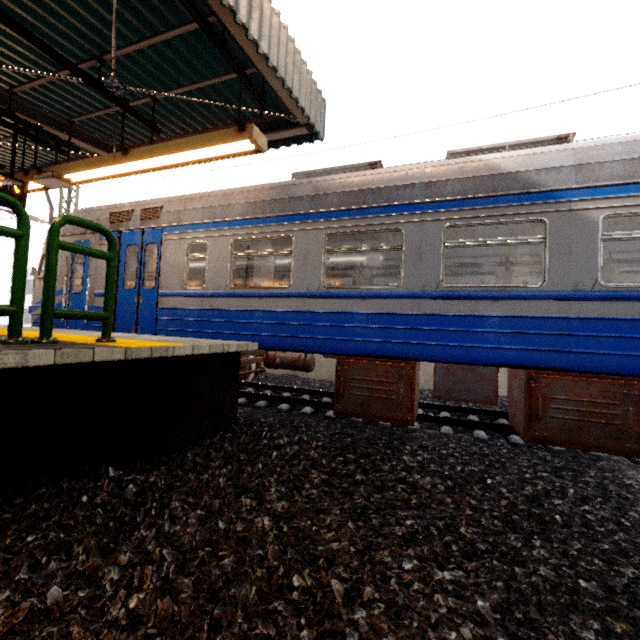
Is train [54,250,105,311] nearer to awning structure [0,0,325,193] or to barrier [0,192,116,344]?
awning structure [0,0,325,193]

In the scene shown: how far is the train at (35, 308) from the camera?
7.7 meters

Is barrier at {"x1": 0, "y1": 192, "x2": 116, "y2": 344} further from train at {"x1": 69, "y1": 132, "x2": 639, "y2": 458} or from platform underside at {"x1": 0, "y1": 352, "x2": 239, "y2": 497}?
train at {"x1": 69, "y1": 132, "x2": 639, "y2": 458}

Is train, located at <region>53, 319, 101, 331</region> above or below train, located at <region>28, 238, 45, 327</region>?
below

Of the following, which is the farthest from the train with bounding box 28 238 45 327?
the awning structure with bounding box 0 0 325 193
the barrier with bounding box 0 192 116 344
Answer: the barrier with bounding box 0 192 116 344

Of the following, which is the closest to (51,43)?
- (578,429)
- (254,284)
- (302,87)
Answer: (302,87)
